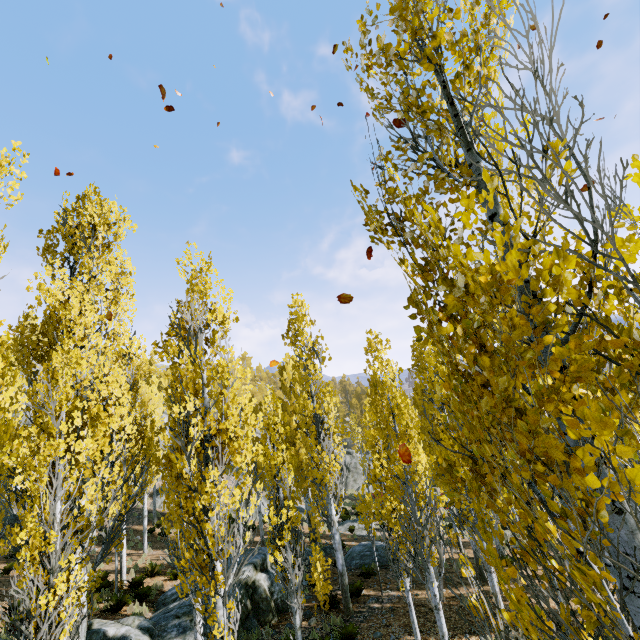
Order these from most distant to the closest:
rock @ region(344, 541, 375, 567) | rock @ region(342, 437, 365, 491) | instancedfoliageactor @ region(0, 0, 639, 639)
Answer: rock @ region(342, 437, 365, 491)
rock @ region(344, 541, 375, 567)
instancedfoliageactor @ region(0, 0, 639, 639)

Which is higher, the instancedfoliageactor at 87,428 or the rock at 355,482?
the instancedfoliageactor at 87,428

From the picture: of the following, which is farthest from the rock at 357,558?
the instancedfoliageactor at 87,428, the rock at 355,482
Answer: the rock at 355,482

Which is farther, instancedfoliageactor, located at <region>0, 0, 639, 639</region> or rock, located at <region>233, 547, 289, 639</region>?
rock, located at <region>233, 547, 289, 639</region>

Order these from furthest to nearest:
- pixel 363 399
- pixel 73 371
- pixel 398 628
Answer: pixel 363 399 → pixel 398 628 → pixel 73 371

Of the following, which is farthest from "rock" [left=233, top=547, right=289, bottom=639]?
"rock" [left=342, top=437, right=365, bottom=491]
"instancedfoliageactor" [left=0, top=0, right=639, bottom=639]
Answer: "rock" [left=342, top=437, right=365, bottom=491]
